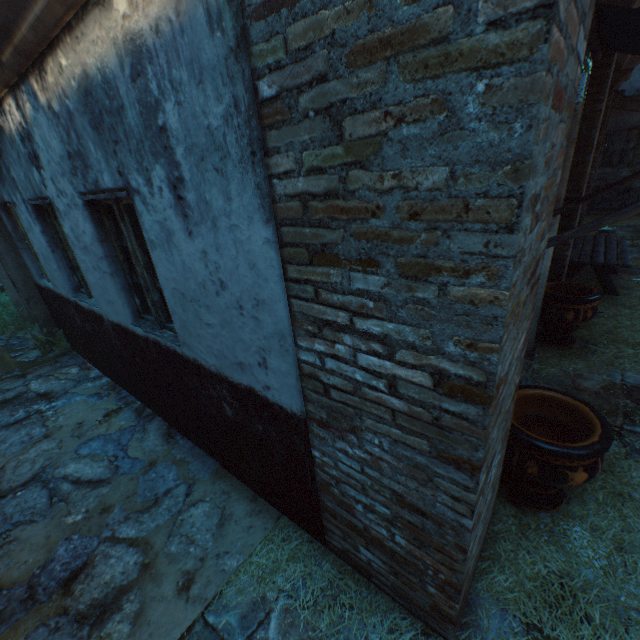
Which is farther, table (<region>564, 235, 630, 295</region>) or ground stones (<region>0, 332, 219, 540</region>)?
table (<region>564, 235, 630, 295</region>)

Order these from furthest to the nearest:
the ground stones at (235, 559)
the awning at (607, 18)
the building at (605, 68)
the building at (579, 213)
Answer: the building at (579, 213) < the building at (605, 68) < the ground stones at (235, 559) < the awning at (607, 18)

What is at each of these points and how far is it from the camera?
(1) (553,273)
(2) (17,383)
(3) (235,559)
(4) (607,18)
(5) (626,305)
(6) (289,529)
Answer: (1) building, 5.12m
(2) ground stones, 5.49m
(3) ground stones, 2.61m
(4) awning, 2.17m
(5) straw, 5.75m
(6) straw, 2.79m

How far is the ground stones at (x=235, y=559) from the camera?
2.56m

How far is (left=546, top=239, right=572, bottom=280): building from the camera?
4.9 meters

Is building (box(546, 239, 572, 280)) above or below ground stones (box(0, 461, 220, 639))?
above

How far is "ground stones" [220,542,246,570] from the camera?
2.6 meters

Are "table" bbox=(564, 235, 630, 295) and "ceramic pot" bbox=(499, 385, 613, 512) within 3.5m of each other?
no
